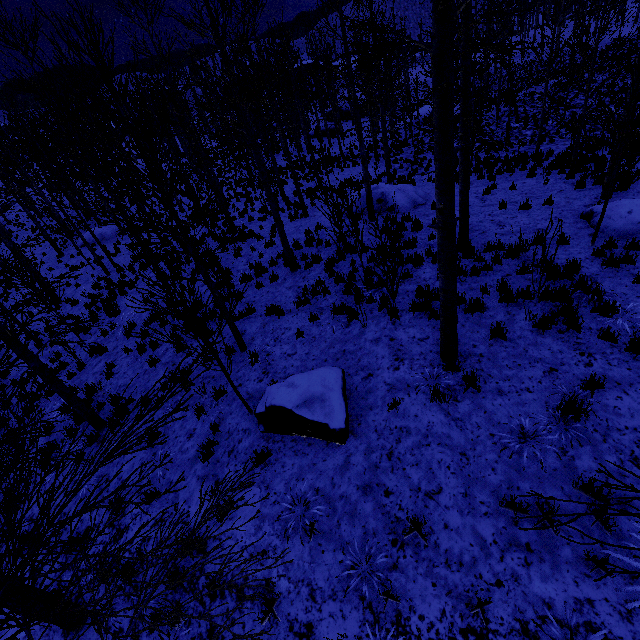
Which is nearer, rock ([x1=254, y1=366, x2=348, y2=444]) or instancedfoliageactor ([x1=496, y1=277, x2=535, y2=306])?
rock ([x1=254, y1=366, x2=348, y2=444])

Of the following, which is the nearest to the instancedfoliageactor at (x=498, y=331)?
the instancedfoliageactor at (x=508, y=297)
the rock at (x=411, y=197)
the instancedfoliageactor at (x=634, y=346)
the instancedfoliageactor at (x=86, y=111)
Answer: the instancedfoliageactor at (x=508, y=297)

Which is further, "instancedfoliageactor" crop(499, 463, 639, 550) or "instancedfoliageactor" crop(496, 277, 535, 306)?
"instancedfoliageactor" crop(496, 277, 535, 306)

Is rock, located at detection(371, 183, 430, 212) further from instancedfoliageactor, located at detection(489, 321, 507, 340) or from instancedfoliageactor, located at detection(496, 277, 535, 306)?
instancedfoliageactor, located at detection(489, 321, 507, 340)

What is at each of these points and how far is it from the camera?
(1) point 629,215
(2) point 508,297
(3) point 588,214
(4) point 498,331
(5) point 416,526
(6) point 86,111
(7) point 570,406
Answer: (1) rock, 7.8 meters
(2) instancedfoliageactor, 6.6 meters
(3) rock, 8.9 meters
(4) instancedfoliageactor, 6.0 meters
(5) instancedfoliageactor, 4.0 meters
(6) instancedfoliageactor, 12.1 meters
(7) instancedfoliageactor, 4.5 meters

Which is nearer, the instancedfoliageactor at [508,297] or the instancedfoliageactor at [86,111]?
the instancedfoliageactor at [86,111]

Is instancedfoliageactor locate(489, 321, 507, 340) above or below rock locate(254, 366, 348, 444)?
above
